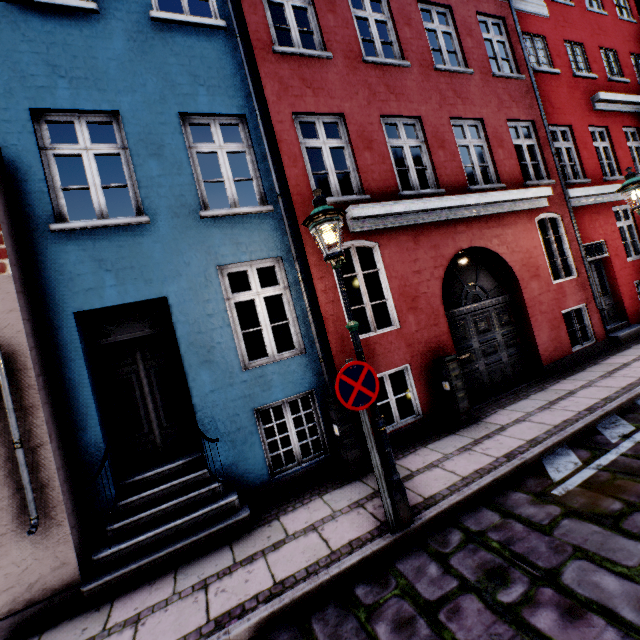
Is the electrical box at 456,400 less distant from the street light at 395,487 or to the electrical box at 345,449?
the electrical box at 345,449

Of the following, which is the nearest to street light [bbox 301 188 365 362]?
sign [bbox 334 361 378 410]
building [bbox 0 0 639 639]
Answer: sign [bbox 334 361 378 410]

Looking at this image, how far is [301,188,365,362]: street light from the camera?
3.59m

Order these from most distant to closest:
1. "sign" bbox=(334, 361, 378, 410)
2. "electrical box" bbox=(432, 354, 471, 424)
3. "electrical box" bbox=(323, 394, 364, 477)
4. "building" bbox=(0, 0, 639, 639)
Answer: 1. "electrical box" bbox=(432, 354, 471, 424)
2. "electrical box" bbox=(323, 394, 364, 477)
3. "building" bbox=(0, 0, 639, 639)
4. "sign" bbox=(334, 361, 378, 410)

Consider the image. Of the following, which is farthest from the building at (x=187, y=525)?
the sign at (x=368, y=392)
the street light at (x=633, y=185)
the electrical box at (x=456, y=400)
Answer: the sign at (x=368, y=392)

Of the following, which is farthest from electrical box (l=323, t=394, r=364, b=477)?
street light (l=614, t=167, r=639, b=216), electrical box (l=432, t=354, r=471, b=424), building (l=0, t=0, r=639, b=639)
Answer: electrical box (l=432, t=354, r=471, b=424)

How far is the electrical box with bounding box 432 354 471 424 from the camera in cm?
602

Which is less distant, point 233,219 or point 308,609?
point 308,609
